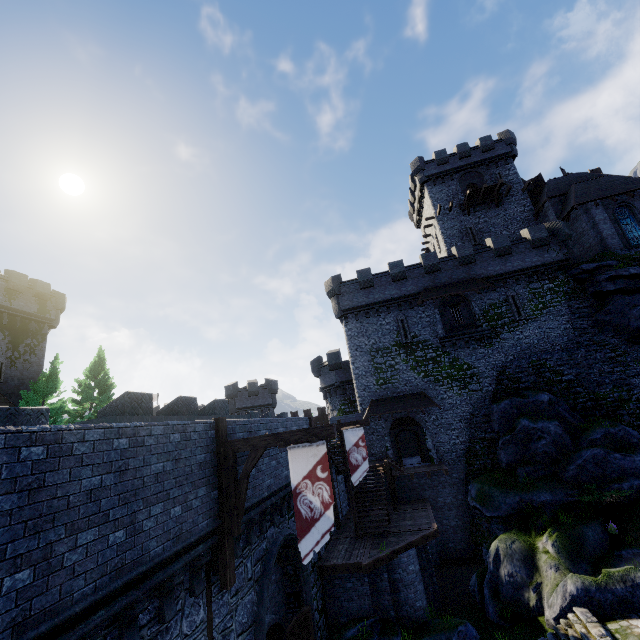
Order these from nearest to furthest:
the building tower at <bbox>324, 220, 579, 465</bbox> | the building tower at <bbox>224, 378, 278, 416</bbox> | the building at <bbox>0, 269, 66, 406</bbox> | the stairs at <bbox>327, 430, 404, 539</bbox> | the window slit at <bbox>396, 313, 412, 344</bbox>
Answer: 1. the stairs at <bbox>327, 430, 404, 539</bbox>
2. the building tower at <bbox>324, 220, 579, 465</bbox>
3. the window slit at <bbox>396, 313, 412, 344</bbox>
4. the building at <bbox>0, 269, 66, 406</bbox>
5. the building tower at <bbox>224, 378, 278, 416</bbox>

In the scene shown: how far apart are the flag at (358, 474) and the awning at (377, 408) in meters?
8.7

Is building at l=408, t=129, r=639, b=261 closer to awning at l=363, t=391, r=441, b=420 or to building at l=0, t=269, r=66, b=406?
awning at l=363, t=391, r=441, b=420

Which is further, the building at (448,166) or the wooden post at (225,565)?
the building at (448,166)

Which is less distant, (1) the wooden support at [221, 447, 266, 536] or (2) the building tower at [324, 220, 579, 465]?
(1) the wooden support at [221, 447, 266, 536]

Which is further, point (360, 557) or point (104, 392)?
point (104, 392)

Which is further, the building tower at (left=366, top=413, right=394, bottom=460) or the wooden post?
the building tower at (left=366, top=413, right=394, bottom=460)

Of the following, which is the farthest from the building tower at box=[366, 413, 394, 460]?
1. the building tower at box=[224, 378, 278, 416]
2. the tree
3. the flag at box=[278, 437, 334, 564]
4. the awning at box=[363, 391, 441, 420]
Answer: the tree
